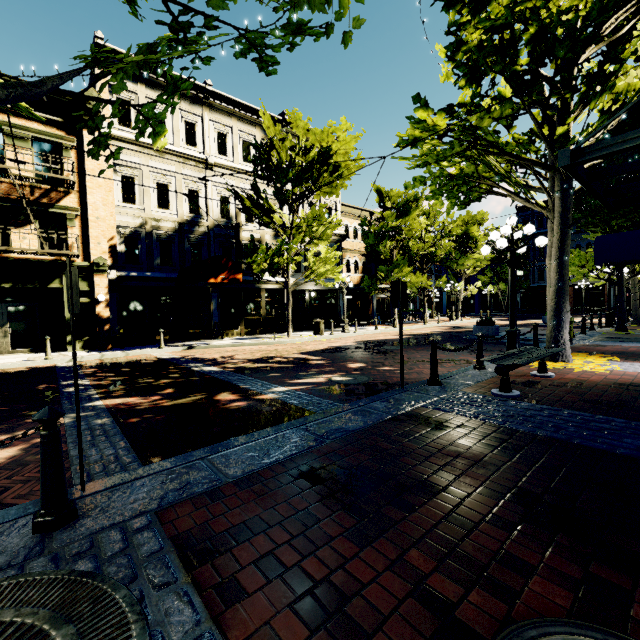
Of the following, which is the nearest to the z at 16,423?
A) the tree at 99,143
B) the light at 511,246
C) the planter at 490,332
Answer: the tree at 99,143

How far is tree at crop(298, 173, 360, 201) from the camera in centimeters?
1620cm

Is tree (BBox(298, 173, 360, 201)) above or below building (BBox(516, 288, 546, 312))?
above

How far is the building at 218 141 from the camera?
16.0 meters

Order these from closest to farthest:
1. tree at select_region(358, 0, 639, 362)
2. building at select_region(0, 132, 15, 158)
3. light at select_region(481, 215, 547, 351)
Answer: tree at select_region(358, 0, 639, 362) < light at select_region(481, 215, 547, 351) < building at select_region(0, 132, 15, 158)

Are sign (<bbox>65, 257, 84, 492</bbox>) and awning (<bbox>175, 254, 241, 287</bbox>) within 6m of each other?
no

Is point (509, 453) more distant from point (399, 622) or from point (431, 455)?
point (399, 622)
